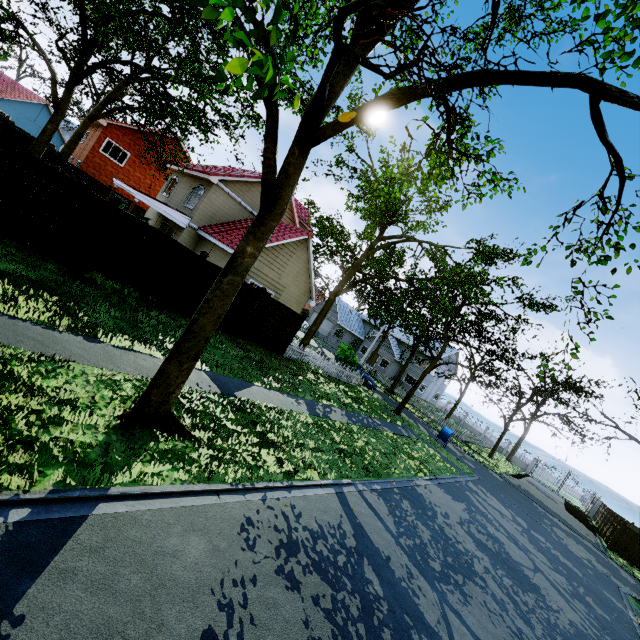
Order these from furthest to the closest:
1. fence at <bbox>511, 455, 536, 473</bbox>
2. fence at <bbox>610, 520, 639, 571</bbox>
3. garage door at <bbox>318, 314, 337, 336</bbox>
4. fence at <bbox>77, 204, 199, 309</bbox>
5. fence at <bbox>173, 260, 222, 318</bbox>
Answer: garage door at <bbox>318, 314, 337, 336</bbox> → fence at <bbox>511, 455, 536, 473</bbox> → fence at <bbox>610, 520, 639, 571</bbox> → fence at <bbox>173, 260, 222, 318</bbox> → fence at <bbox>77, 204, 199, 309</bbox>

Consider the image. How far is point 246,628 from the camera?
3.3 meters

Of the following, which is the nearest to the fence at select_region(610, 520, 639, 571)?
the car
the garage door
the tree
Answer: the tree

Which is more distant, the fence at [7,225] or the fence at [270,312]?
the fence at [270,312]

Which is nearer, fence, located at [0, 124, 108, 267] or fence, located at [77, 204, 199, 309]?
fence, located at [0, 124, 108, 267]

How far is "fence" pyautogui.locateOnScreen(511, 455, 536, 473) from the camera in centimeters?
4397cm

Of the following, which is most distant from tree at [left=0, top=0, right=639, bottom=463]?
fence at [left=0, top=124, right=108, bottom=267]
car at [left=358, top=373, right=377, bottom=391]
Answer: car at [left=358, top=373, right=377, bottom=391]
